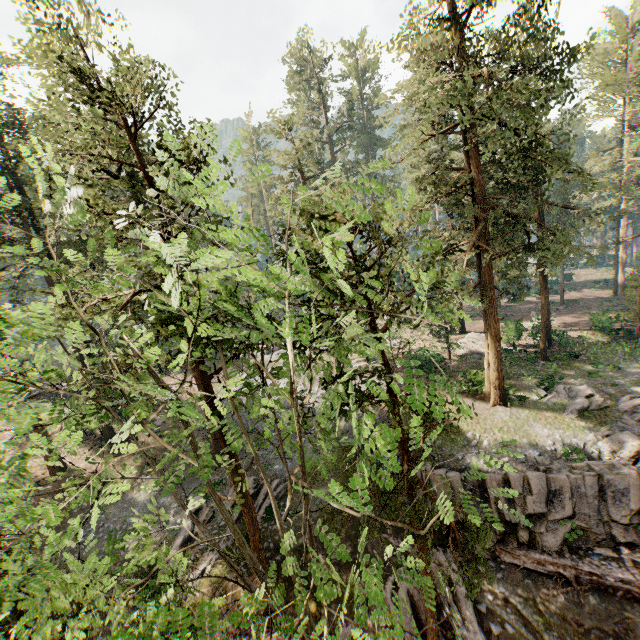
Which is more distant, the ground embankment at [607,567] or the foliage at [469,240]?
the ground embankment at [607,567]

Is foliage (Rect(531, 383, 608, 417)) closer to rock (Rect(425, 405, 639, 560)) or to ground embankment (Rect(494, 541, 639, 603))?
rock (Rect(425, 405, 639, 560))

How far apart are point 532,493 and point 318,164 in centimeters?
2888cm

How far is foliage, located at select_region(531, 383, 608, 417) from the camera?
21.25m

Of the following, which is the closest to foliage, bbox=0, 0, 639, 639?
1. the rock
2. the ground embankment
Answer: the rock

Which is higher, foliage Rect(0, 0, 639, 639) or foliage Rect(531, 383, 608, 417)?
foliage Rect(0, 0, 639, 639)

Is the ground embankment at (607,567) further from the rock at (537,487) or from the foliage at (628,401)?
the foliage at (628,401)
